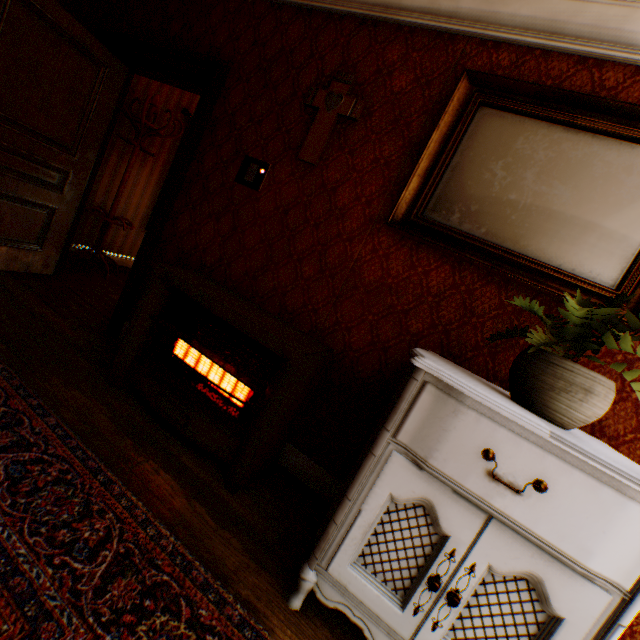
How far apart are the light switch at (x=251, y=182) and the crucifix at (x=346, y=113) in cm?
30

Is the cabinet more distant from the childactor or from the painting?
the childactor

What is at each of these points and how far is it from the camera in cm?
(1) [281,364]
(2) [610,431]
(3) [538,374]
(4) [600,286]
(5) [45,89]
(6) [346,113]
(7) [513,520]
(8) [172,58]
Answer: (1) heater, 176
(2) building, 161
(3) flower pot, 121
(4) painting, 162
(5) childactor, 266
(6) crucifix, 215
(7) cabinet, 106
(8) building, 273

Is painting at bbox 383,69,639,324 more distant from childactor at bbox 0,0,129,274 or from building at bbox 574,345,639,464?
childactor at bbox 0,0,129,274

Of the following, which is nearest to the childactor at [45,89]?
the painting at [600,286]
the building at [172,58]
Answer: the building at [172,58]

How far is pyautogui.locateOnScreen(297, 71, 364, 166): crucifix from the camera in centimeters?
214cm

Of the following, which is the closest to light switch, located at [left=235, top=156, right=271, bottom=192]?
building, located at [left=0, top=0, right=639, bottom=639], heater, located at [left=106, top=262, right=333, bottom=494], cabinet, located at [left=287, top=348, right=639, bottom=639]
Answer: building, located at [left=0, top=0, right=639, bottom=639]

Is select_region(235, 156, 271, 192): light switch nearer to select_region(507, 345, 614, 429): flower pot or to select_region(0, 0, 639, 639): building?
select_region(0, 0, 639, 639): building
